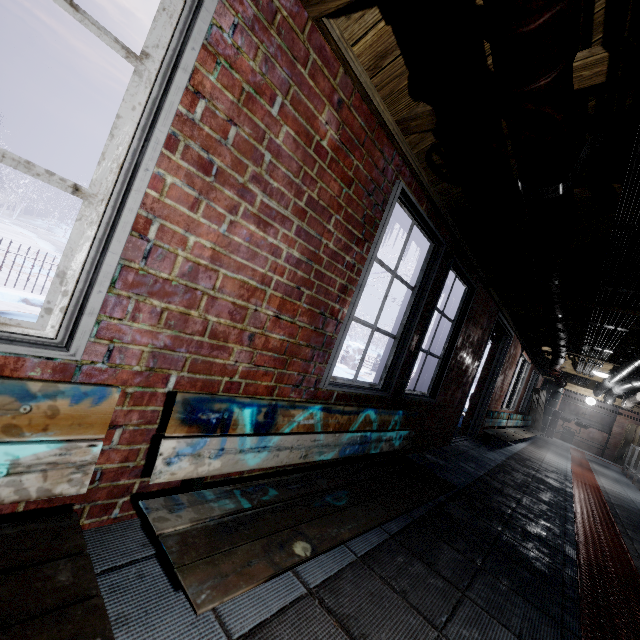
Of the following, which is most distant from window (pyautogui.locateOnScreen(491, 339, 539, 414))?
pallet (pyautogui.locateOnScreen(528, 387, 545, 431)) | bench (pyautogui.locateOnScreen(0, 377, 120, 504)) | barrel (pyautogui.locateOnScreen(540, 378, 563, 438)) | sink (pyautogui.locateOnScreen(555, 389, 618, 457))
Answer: bench (pyautogui.locateOnScreen(0, 377, 120, 504))

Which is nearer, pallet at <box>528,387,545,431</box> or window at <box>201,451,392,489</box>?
window at <box>201,451,392,489</box>

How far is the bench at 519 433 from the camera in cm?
553

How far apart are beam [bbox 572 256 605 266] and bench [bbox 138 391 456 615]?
1.5 meters

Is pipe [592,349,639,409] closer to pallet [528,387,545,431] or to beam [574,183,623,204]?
beam [574,183,623,204]

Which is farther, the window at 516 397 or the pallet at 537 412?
the pallet at 537 412

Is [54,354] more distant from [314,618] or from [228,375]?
[314,618]

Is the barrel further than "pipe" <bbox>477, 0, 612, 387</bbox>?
Yes
